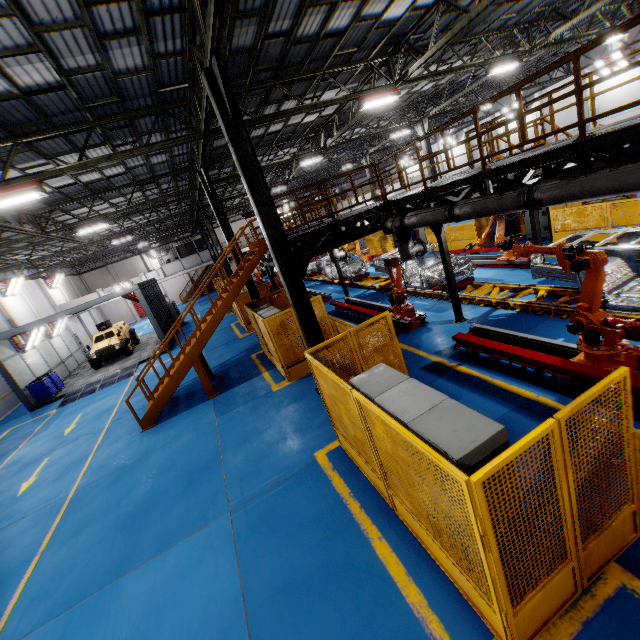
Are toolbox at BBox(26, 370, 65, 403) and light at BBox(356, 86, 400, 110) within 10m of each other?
no

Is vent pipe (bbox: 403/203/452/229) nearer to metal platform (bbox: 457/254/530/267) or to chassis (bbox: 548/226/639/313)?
chassis (bbox: 548/226/639/313)

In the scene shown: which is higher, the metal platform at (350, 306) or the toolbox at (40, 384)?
the toolbox at (40, 384)

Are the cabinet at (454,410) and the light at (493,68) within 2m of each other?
no

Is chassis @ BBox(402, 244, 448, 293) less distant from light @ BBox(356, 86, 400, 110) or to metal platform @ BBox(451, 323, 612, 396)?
metal platform @ BBox(451, 323, 612, 396)

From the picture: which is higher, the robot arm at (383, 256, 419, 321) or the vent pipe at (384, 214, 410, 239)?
the vent pipe at (384, 214, 410, 239)

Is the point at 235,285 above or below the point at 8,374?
above

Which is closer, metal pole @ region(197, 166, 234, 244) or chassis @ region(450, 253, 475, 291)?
chassis @ region(450, 253, 475, 291)
